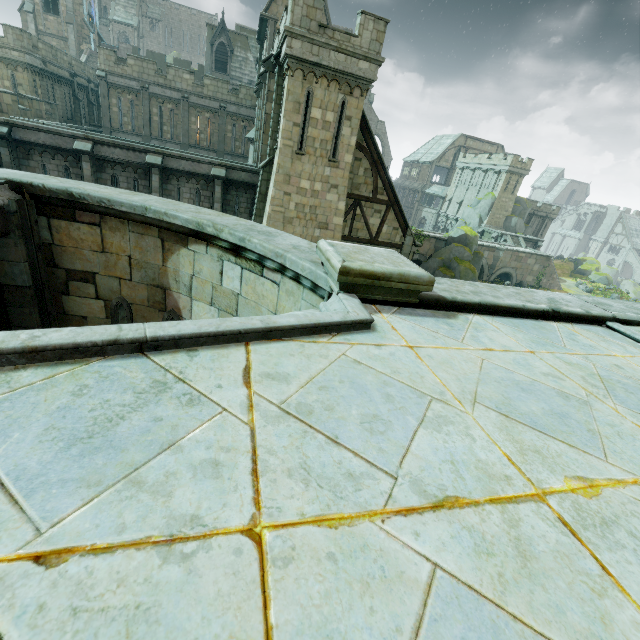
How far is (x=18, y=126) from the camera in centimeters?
1527cm

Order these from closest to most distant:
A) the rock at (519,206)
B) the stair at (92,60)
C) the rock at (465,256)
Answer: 1. the rock at (465,256)
2. the stair at (92,60)
3. the rock at (519,206)

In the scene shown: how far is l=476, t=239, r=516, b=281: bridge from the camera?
42.69m

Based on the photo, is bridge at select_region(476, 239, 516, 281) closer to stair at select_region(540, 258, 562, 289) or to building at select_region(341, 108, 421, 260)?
building at select_region(341, 108, 421, 260)

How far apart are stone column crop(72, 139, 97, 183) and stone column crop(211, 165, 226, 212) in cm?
553

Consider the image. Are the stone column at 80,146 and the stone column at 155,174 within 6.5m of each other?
yes

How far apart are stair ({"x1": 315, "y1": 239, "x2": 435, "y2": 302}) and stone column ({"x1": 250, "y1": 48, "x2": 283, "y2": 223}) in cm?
1715

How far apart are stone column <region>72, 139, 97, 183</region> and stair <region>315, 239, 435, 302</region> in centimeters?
1832cm
